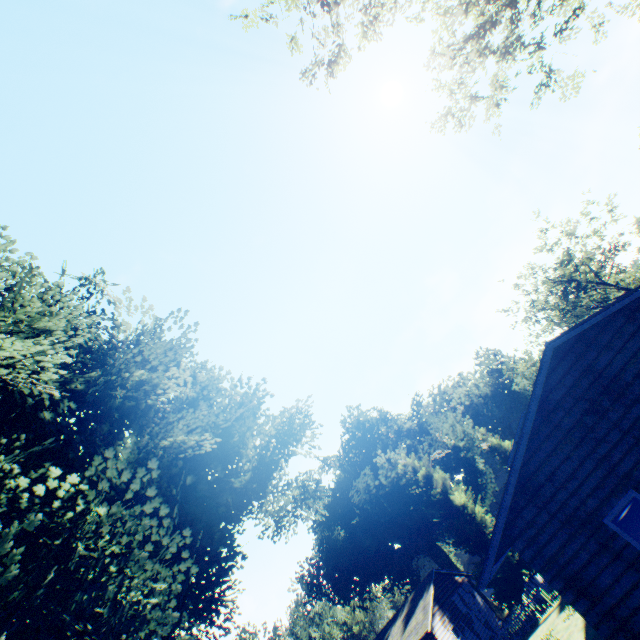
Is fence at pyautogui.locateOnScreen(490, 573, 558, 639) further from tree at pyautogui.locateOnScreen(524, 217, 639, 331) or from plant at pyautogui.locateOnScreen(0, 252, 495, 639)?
tree at pyautogui.locateOnScreen(524, 217, 639, 331)

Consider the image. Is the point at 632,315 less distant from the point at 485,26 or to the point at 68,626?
the point at 485,26

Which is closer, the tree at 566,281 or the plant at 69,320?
the plant at 69,320

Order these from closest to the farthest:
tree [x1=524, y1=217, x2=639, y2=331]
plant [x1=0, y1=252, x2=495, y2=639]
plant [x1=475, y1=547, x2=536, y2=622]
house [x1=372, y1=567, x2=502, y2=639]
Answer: plant [x1=0, y1=252, x2=495, y2=639]
house [x1=372, y1=567, x2=502, y2=639]
plant [x1=475, y1=547, x2=536, y2=622]
tree [x1=524, y1=217, x2=639, y2=331]

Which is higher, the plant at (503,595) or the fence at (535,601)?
the plant at (503,595)

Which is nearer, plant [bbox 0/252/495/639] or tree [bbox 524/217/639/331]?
plant [bbox 0/252/495/639]

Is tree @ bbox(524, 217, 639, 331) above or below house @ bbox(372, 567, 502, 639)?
above

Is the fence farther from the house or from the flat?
the flat
